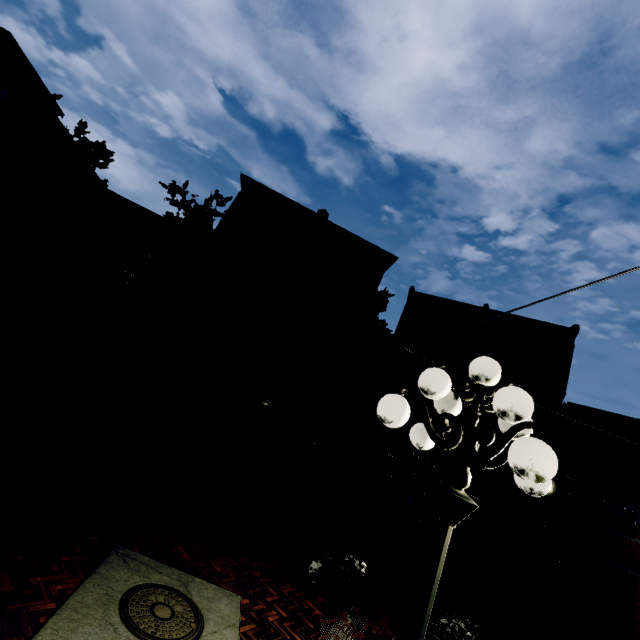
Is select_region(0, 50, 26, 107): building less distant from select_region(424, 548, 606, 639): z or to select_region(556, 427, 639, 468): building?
→ select_region(556, 427, 639, 468): building

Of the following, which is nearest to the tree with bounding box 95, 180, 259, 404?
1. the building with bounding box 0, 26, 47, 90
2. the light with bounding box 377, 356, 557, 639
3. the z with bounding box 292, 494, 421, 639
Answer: the z with bounding box 292, 494, 421, 639

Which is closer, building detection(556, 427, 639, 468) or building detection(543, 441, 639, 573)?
building detection(543, 441, 639, 573)

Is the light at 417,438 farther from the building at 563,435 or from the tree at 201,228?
the building at 563,435

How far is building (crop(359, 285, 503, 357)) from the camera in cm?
2019

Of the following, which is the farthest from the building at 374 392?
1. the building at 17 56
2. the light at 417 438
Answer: the light at 417 438

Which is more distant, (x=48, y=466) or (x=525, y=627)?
(x=525, y=627)

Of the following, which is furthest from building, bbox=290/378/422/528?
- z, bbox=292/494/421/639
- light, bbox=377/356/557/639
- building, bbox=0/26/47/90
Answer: light, bbox=377/356/557/639
